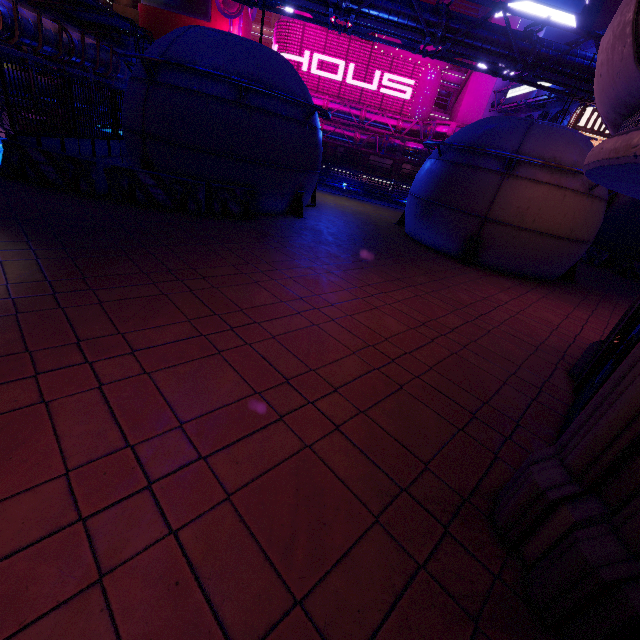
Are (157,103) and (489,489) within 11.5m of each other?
no

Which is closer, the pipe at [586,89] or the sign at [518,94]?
the pipe at [586,89]

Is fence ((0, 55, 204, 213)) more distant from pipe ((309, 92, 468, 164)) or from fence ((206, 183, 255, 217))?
pipe ((309, 92, 468, 164))

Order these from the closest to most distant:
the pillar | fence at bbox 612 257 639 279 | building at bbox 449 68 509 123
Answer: fence at bbox 612 257 639 279 < the pillar < building at bbox 449 68 509 123

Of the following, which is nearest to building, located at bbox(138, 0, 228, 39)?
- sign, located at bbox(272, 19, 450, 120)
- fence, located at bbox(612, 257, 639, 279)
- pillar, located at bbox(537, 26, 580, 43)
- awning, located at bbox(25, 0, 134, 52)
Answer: sign, located at bbox(272, 19, 450, 120)

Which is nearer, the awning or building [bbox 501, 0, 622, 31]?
the awning

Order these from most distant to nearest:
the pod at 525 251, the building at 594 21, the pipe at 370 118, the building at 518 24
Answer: the pipe at 370 118 < the building at 518 24 < the building at 594 21 < the pod at 525 251

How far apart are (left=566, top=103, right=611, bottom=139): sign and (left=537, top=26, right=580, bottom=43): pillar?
17.7 meters
